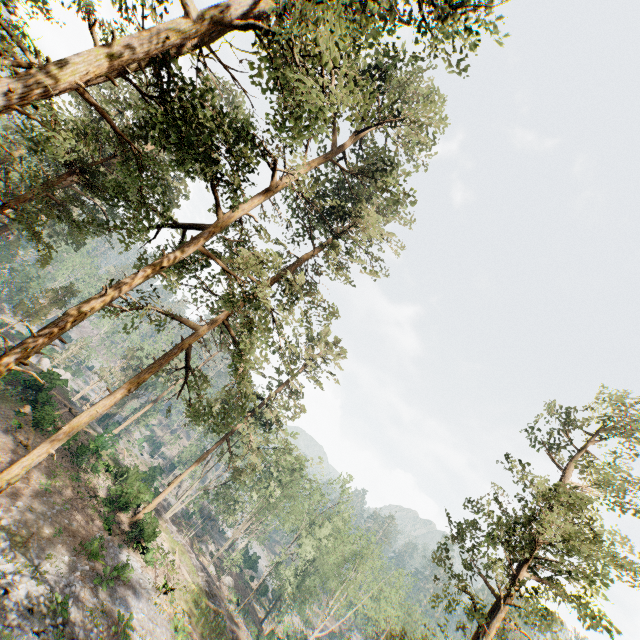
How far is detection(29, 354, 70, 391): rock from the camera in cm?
2980

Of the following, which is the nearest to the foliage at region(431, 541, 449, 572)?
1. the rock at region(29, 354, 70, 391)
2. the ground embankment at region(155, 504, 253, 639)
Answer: the rock at region(29, 354, 70, 391)

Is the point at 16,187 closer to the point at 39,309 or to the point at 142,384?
the point at 39,309

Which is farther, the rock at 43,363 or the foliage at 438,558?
the rock at 43,363

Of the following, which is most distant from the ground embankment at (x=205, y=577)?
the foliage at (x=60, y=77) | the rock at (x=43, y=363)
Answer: the foliage at (x=60, y=77)

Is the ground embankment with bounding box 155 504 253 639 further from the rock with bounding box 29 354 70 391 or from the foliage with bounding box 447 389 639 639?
the foliage with bounding box 447 389 639 639
